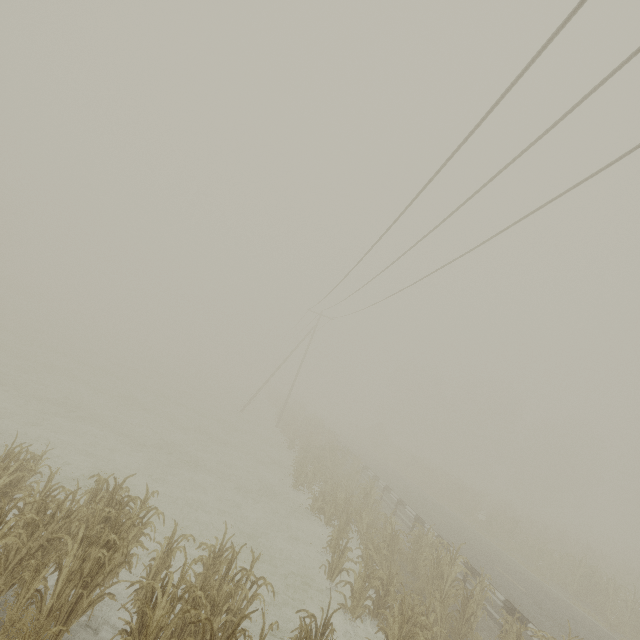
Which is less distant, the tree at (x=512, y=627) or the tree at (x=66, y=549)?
the tree at (x=66, y=549)

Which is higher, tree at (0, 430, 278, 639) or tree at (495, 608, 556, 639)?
tree at (495, 608, 556, 639)

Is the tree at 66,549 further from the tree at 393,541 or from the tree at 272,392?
the tree at 272,392

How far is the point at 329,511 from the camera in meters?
13.4

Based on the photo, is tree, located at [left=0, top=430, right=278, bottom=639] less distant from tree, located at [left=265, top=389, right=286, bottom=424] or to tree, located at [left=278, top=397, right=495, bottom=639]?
tree, located at [left=278, top=397, right=495, bottom=639]

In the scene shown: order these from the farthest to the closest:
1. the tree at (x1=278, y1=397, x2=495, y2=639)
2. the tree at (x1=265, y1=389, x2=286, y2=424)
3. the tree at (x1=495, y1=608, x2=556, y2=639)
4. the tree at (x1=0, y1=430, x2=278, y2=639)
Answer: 1. the tree at (x1=265, y1=389, x2=286, y2=424)
2. the tree at (x1=278, y1=397, x2=495, y2=639)
3. the tree at (x1=495, y1=608, x2=556, y2=639)
4. the tree at (x1=0, y1=430, x2=278, y2=639)

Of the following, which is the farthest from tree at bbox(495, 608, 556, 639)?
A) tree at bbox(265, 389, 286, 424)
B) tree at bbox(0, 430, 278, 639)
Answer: tree at bbox(0, 430, 278, 639)
